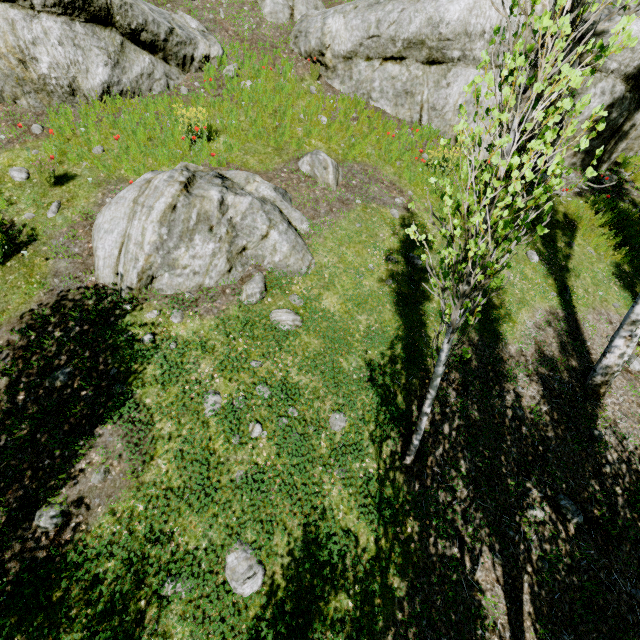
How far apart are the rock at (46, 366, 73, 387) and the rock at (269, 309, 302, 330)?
2.9m

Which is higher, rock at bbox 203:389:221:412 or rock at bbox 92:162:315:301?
rock at bbox 92:162:315:301

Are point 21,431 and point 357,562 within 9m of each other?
yes

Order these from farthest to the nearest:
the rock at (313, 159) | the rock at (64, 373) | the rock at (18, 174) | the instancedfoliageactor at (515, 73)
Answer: the rock at (313, 159), the rock at (18, 174), the rock at (64, 373), the instancedfoliageactor at (515, 73)

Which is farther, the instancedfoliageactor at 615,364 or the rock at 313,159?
the rock at 313,159

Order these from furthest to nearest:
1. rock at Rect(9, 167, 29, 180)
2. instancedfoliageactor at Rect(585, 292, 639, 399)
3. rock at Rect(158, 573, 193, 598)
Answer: rock at Rect(9, 167, 29, 180)
instancedfoliageactor at Rect(585, 292, 639, 399)
rock at Rect(158, 573, 193, 598)

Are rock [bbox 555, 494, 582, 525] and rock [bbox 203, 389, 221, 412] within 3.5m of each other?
no

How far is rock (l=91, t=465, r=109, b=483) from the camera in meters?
4.0
